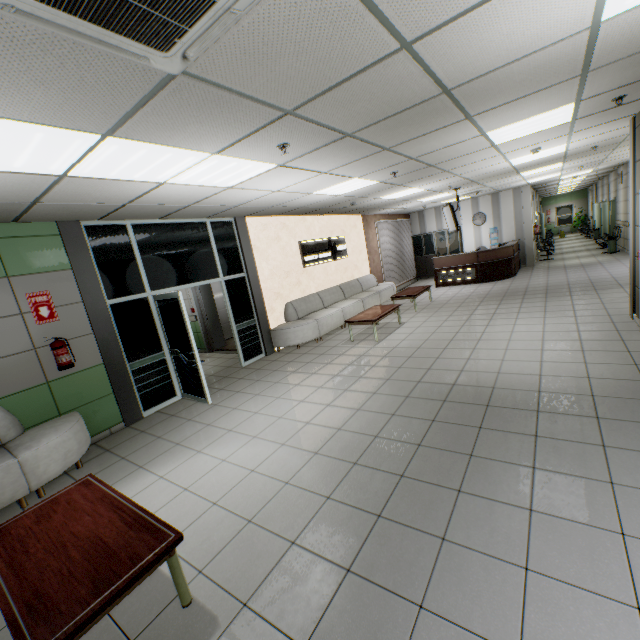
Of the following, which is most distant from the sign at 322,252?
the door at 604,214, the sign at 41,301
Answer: the door at 604,214

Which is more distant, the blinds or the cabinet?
the cabinet

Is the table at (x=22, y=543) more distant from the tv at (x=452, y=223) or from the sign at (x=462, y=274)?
the sign at (x=462, y=274)

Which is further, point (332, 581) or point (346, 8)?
point (332, 581)

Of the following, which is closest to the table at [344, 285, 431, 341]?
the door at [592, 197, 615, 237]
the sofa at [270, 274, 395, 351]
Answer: the sofa at [270, 274, 395, 351]

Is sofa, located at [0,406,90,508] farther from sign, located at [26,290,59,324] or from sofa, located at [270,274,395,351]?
sofa, located at [270,274,395,351]

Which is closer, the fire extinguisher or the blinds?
the fire extinguisher

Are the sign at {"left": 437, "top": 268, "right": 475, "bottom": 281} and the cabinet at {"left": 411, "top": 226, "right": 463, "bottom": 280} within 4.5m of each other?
yes
